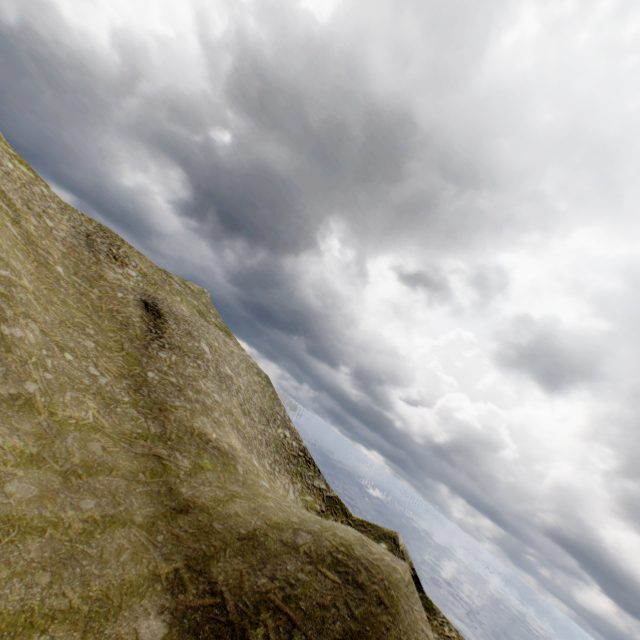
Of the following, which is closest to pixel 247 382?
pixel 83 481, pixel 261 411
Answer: pixel 261 411
